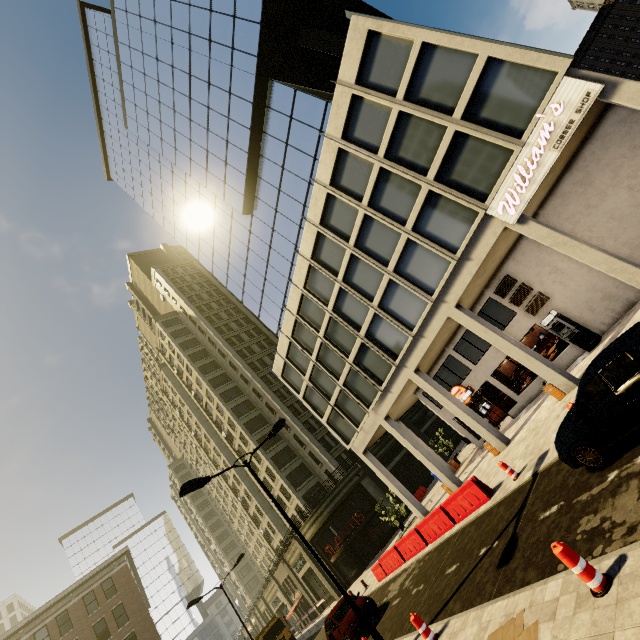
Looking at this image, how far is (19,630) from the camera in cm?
3067

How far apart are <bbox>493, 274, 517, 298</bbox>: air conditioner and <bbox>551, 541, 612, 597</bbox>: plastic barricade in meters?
15.6

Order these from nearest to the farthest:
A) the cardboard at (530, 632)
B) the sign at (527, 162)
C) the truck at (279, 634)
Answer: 1. the cardboard at (530, 632)
2. the sign at (527, 162)
3. the truck at (279, 634)

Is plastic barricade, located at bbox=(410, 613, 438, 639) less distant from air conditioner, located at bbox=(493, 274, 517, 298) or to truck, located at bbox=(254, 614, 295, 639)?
air conditioner, located at bbox=(493, 274, 517, 298)

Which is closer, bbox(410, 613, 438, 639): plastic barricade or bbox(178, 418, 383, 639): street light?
bbox(410, 613, 438, 639): plastic barricade

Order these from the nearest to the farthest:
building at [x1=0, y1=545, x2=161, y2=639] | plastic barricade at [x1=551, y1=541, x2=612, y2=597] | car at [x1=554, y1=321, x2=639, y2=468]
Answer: plastic barricade at [x1=551, y1=541, x2=612, y2=597]
car at [x1=554, y1=321, x2=639, y2=468]
building at [x1=0, y1=545, x2=161, y2=639]

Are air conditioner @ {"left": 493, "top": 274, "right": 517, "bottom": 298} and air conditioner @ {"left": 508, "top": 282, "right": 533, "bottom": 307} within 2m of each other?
yes

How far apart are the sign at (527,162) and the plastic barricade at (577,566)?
11.7m
